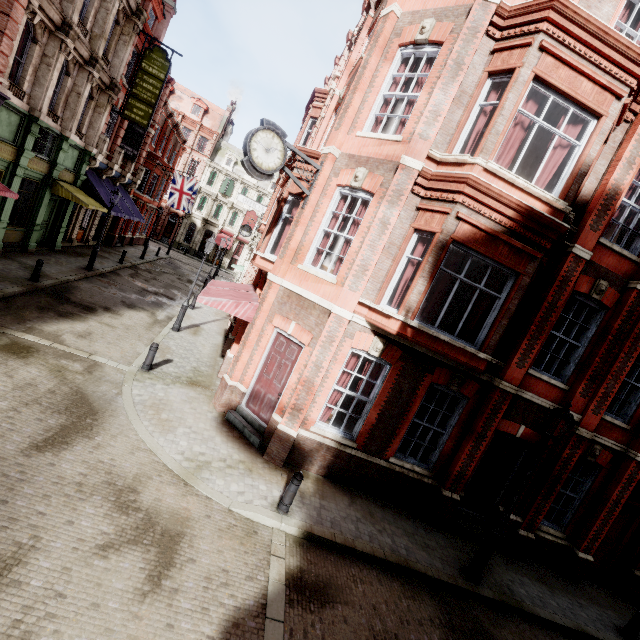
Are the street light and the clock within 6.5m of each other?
no

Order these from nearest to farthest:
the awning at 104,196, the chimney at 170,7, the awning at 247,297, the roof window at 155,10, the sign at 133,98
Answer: the awning at 247,297 < the awning at 104,196 < the sign at 133,98 < the roof window at 155,10 < the chimney at 170,7

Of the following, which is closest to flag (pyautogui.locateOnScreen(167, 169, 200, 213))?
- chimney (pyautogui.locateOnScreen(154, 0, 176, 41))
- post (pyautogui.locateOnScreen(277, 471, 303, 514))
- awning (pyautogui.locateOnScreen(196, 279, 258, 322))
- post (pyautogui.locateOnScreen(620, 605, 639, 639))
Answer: chimney (pyautogui.locateOnScreen(154, 0, 176, 41))

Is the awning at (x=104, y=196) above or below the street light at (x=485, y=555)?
above

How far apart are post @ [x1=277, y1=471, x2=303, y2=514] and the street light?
4.7m

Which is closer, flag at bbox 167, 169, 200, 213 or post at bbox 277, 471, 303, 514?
post at bbox 277, 471, 303, 514

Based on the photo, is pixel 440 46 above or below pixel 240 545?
above

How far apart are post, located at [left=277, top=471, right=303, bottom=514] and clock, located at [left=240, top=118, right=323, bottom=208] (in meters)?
7.06
